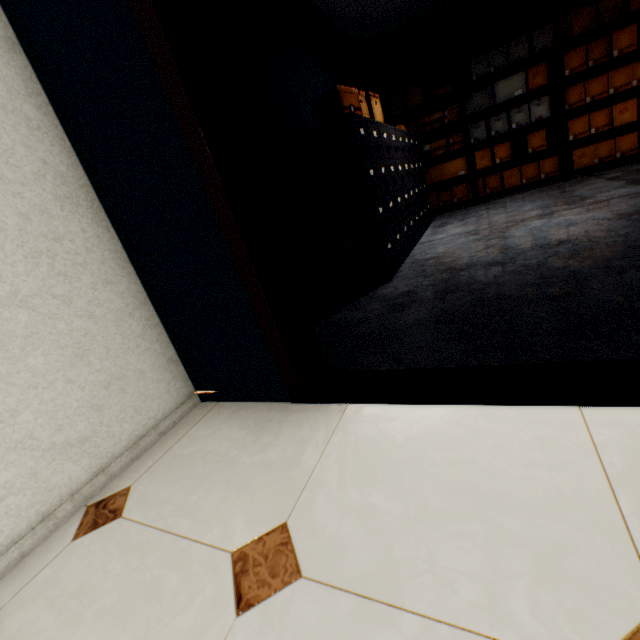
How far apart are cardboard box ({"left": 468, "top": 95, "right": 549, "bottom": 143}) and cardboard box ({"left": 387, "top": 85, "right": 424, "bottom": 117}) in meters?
0.6 m

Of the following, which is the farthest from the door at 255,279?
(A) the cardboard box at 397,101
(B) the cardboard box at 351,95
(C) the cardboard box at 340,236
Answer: (A) the cardboard box at 397,101

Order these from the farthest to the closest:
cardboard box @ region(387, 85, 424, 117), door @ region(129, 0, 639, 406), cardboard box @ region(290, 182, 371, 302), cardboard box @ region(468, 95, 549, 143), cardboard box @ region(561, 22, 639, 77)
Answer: cardboard box @ region(387, 85, 424, 117) < cardboard box @ region(468, 95, 549, 143) < cardboard box @ region(561, 22, 639, 77) < cardboard box @ region(290, 182, 371, 302) < door @ region(129, 0, 639, 406)

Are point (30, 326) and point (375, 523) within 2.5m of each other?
yes

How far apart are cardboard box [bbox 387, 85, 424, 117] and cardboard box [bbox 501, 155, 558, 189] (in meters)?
1.38

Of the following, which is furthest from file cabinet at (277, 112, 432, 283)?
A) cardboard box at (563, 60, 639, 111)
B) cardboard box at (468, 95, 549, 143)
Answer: cardboard box at (563, 60, 639, 111)

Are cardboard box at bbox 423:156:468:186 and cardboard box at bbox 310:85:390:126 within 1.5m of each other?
no

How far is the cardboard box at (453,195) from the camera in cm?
553
